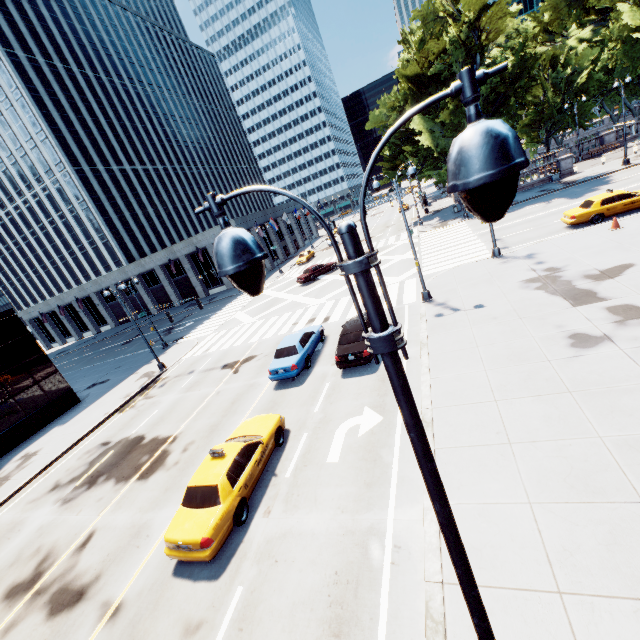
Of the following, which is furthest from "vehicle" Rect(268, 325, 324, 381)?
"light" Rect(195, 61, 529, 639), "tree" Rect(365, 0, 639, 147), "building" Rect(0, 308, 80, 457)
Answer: "tree" Rect(365, 0, 639, 147)

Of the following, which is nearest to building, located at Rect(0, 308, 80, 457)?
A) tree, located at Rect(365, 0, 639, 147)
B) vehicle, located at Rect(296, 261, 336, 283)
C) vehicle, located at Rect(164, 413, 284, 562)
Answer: vehicle, located at Rect(164, 413, 284, 562)

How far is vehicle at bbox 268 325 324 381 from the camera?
15.68m

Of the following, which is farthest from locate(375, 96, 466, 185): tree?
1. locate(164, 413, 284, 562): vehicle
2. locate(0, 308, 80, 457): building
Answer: locate(0, 308, 80, 457): building

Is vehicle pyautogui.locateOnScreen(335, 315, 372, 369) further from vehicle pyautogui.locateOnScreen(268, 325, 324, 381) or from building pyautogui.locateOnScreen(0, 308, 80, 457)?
building pyautogui.locateOnScreen(0, 308, 80, 457)

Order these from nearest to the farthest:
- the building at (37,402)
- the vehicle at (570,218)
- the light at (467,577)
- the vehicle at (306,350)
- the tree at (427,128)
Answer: the light at (467,577), the vehicle at (306,350), the vehicle at (570,218), the building at (37,402), the tree at (427,128)

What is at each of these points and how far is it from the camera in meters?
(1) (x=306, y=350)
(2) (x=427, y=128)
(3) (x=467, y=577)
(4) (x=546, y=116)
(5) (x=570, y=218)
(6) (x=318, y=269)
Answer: Result:
(1) vehicle, 16.7
(2) tree, 37.0
(3) light, 3.5
(4) tree, 53.3
(5) vehicle, 20.6
(6) vehicle, 35.7

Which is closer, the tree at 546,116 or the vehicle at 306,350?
the vehicle at 306,350
